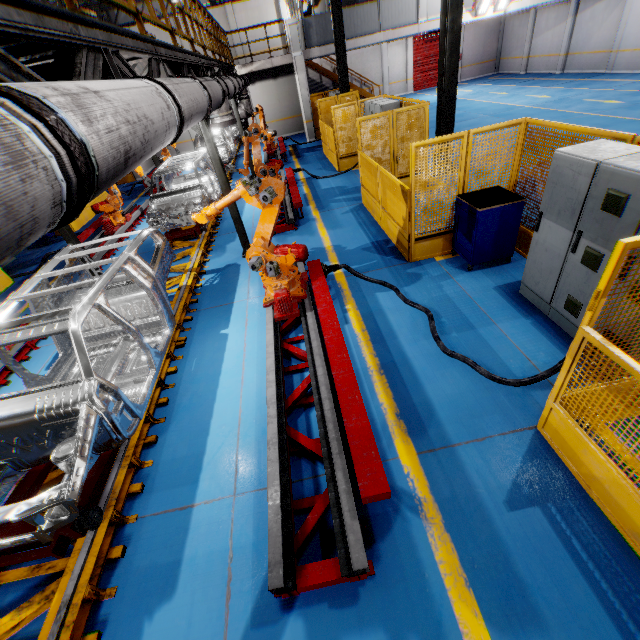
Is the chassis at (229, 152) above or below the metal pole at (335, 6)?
below

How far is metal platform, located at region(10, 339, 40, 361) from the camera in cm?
620

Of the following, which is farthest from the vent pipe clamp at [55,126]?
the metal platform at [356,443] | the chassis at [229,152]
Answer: the metal platform at [356,443]

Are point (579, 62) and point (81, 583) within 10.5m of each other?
no

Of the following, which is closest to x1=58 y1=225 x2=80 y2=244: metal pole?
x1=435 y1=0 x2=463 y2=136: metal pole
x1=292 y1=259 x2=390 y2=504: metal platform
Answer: x1=292 y1=259 x2=390 y2=504: metal platform

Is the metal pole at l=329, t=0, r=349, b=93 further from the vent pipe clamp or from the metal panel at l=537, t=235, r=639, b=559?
the vent pipe clamp

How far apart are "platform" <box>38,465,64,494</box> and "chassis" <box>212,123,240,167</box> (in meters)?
0.01

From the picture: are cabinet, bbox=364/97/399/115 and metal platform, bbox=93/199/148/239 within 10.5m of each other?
yes
